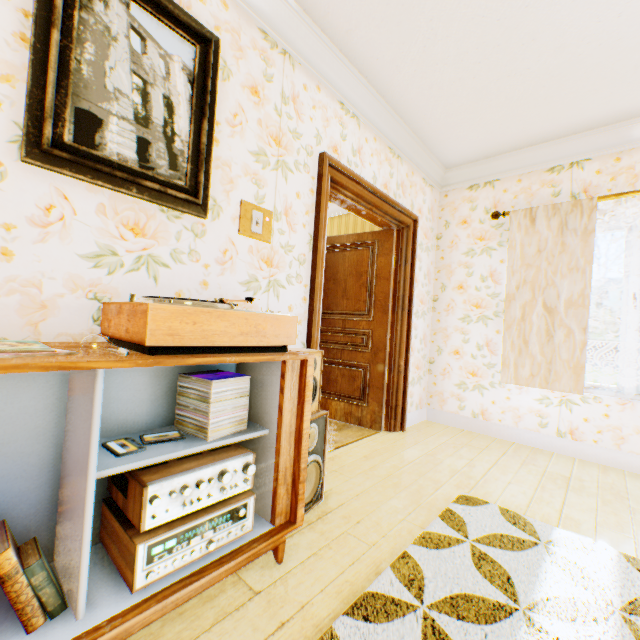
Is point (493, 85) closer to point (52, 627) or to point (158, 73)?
point (158, 73)

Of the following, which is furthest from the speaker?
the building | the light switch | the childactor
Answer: the childactor

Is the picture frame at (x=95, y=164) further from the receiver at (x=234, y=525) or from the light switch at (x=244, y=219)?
the receiver at (x=234, y=525)

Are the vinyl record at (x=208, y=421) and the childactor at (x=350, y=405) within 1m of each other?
no

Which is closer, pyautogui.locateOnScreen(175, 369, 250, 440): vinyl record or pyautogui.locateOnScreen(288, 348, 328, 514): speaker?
pyautogui.locateOnScreen(175, 369, 250, 440): vinyl record

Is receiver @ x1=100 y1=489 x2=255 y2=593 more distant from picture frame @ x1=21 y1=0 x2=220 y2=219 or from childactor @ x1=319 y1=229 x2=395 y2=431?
childactor @ x1=319 y1=229 x2=395 y2=431

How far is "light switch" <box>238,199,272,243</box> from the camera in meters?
2.0 m

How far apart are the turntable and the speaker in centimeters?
29cm
